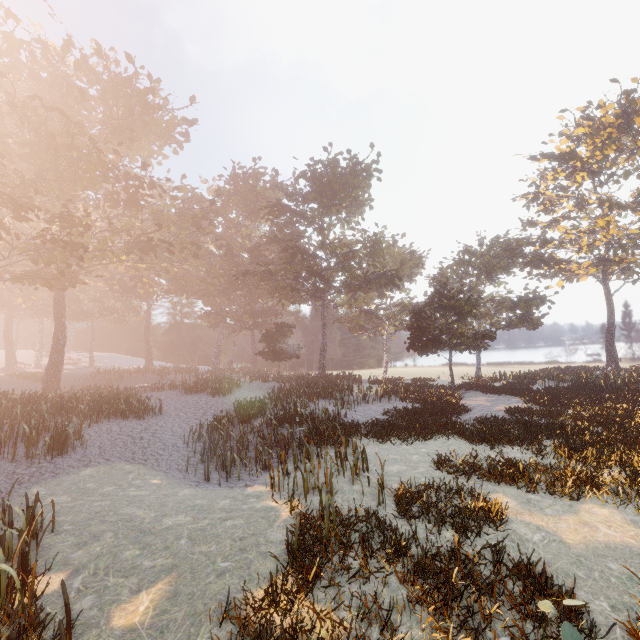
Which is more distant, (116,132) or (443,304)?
(116,132)
